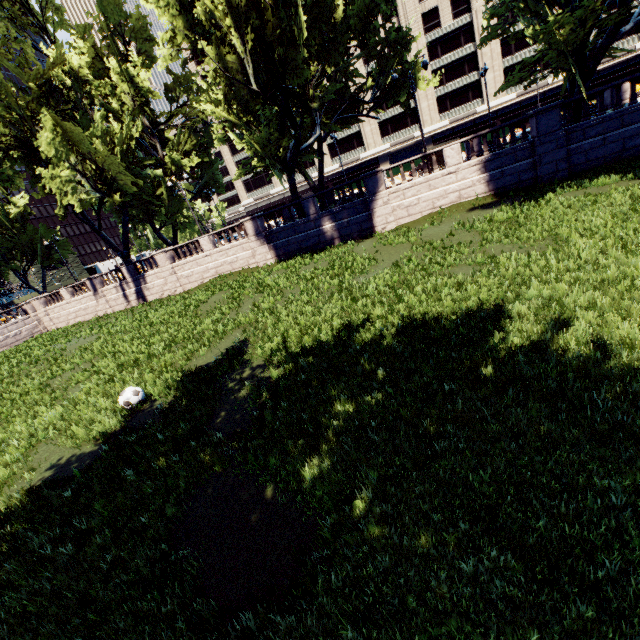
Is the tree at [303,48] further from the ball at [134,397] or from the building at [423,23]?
the ball at [134,397]

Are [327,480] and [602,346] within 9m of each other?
yes

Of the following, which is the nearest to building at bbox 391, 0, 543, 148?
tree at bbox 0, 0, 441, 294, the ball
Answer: tree at bbox 0, 0, 441, 294

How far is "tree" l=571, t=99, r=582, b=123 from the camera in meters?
18.5

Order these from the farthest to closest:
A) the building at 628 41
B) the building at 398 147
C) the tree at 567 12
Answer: the building at 398 147 → the building at 628 41 → the tree at 567 12

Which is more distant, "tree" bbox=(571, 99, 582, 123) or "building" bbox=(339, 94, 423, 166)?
"building" bbox=(339, 94, 423, 166)

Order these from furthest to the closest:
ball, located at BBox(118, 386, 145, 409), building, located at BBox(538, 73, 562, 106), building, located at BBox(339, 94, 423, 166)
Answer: building, located at BBox(339, 94, 423, 166), building, located at BBox(538, 73, 562, 106), ball, located at BBox(118, 386, 145, 409)
